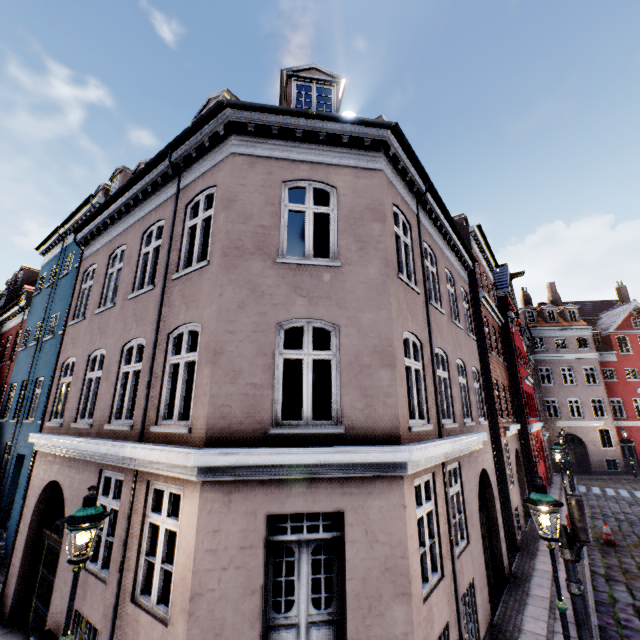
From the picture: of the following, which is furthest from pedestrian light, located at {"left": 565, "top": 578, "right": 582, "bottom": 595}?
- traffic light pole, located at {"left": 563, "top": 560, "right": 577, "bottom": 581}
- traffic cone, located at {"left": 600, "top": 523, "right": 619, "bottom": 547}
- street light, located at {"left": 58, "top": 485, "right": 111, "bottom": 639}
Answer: traffic cone, located at {"left": 600, "top": 523, "right": 619, "bottom": 547}

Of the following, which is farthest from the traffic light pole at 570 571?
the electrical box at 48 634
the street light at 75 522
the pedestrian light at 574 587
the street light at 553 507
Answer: the electrical box at 48 634

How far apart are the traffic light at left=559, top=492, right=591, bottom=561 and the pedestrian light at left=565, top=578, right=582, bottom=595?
0.1m

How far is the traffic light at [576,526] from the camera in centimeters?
561cm

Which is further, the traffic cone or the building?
the traffic cone

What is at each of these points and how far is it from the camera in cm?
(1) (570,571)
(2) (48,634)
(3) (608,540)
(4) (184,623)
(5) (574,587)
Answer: (1) traffic light pole, 559
(2) electrical box, 625
(3) traffic cone, 1295
(4) building, 432
(5) pedestrian light, 550

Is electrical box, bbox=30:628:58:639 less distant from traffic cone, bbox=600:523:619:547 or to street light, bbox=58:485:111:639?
street light, bbox=58:485:111:639

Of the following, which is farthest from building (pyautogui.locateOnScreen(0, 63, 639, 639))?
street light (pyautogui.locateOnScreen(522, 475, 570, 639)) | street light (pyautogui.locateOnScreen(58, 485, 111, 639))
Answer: street light (pyautogui.locateOnScreen(522, 475, 570, 639))
